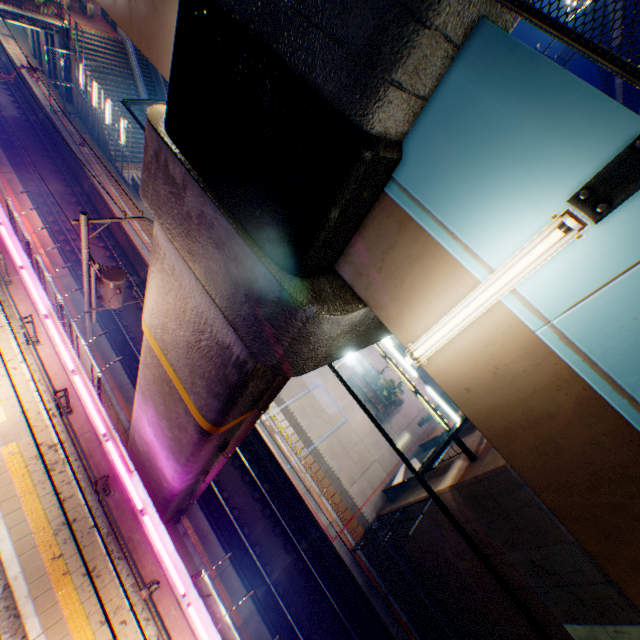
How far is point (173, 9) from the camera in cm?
474

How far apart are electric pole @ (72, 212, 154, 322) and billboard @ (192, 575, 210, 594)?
9.74m

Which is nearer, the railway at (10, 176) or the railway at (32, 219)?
the railway at (32, 219)

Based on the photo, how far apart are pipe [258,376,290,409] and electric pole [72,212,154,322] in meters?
7.4

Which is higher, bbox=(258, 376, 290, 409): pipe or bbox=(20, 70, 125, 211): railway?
bbox=(258, 376, 290, 409): pipe

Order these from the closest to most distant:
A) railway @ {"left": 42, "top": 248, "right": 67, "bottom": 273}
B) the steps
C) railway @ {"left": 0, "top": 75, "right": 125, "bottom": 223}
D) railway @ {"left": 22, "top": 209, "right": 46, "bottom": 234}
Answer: railway @ {"left": 42, "top": 248, "right": 67, "bottom": 273} < railway @ {"left": 22, "top": 209, "right": 46, "bottom": 234} < railway @ {"left": 0, "top": 75, "right": 125, "bottom": 223} < the steps

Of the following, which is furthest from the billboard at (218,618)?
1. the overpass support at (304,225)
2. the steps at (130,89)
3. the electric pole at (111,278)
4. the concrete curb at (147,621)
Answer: the steps at (130,89)

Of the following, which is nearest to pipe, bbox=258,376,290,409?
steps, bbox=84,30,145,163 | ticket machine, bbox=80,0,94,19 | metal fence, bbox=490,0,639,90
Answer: metal fence, bbox=490,0,639,90
